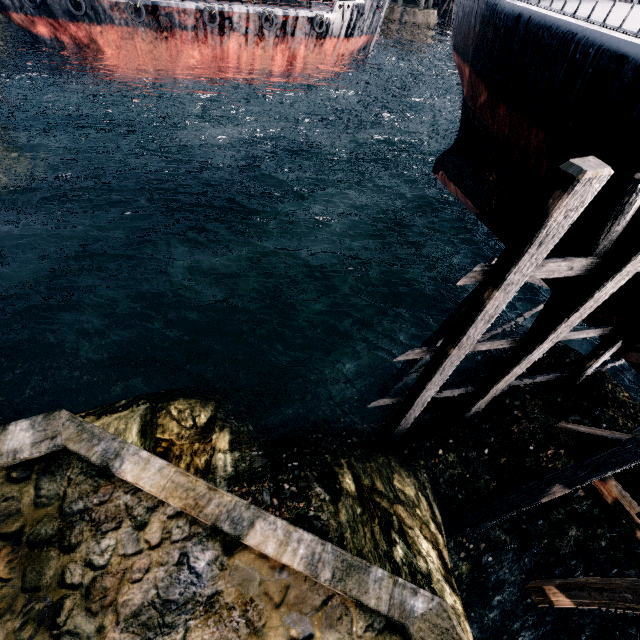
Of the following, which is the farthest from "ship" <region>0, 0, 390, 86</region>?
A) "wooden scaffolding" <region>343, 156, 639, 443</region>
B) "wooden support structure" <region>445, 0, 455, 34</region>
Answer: "wooden scaffolding" <region>343, 156, 639, 443</region>

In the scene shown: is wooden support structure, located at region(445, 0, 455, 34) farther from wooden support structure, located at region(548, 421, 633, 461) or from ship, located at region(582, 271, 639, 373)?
wooden support structure, located at region(548, 421, 633, 461)

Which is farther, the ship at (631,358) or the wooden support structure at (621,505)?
the wooden support structure at (621,505)

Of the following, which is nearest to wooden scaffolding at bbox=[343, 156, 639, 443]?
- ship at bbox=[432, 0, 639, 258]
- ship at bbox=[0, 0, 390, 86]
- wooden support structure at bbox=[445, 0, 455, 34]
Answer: ship at bbox=[432, 0, 639, 258]

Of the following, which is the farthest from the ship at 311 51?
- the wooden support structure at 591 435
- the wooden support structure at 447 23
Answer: the wooden support structure at 591 435

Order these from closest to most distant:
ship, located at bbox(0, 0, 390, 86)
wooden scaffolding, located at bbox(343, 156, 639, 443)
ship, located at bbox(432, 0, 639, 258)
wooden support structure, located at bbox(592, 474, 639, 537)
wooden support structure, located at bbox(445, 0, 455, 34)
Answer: wooden scaffolding, located at bbox(343, 156, 639, 443) → ship, located at bbox(432, 0, 639, 258) → wooden support structure, located at bbox(592, 474, 639, 537) → ship, located at bbox(0, 0, 390, 86) → wooden support structure, located at bbox(445, 0, 455, 34)

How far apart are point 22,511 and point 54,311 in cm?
1698

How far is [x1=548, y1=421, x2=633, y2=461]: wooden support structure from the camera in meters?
8.6
